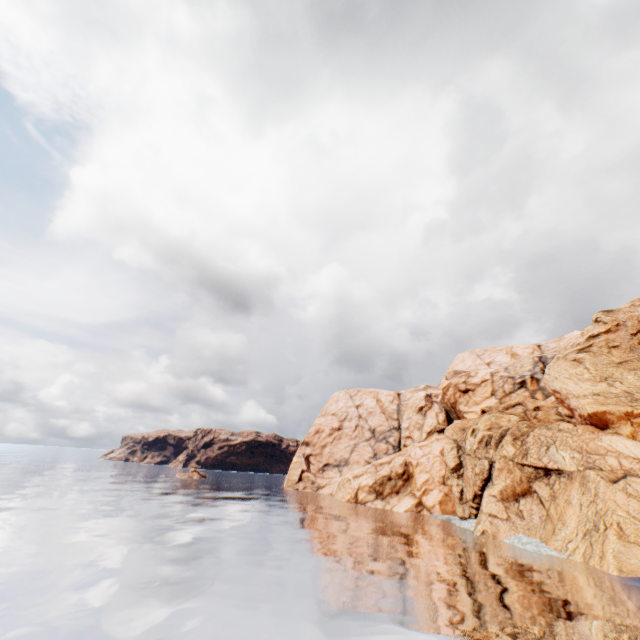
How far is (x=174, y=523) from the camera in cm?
3212
